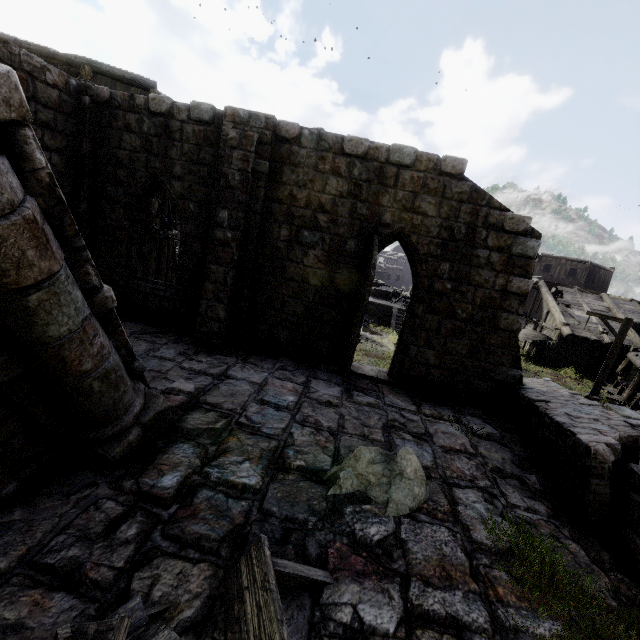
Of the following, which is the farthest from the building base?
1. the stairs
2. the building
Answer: the building

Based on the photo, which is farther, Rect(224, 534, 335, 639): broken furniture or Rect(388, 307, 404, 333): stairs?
Rect(388, 307, 404, 333): stairs

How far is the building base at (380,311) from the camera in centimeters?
2367cm

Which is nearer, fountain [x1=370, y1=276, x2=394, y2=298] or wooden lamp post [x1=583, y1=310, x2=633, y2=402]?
wooden lamp post [x1=583, y1=310, x2=633, y2=402]

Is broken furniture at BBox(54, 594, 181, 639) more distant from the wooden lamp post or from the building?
the wooden lamp post

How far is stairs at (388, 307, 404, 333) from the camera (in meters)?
22.58

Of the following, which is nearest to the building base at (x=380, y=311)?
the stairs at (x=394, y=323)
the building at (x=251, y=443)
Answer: the stairs at (x=394, y=323)

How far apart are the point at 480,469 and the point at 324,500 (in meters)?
3.34
